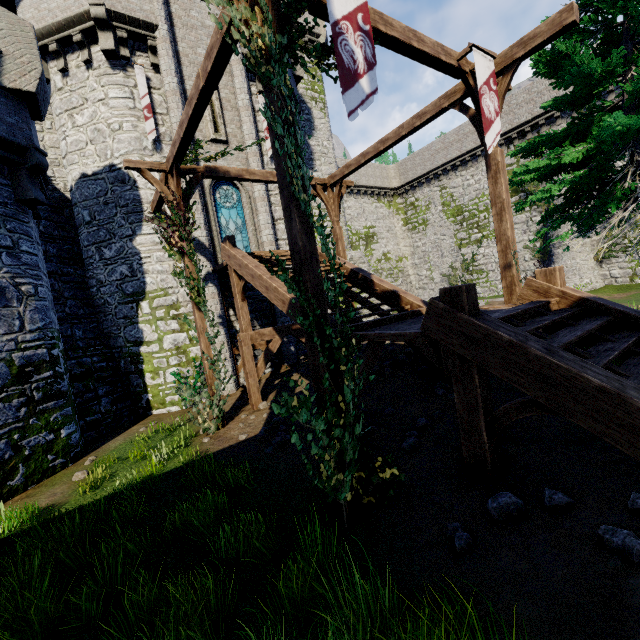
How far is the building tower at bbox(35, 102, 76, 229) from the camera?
13.04m

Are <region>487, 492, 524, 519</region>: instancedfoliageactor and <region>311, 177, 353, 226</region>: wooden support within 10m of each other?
no

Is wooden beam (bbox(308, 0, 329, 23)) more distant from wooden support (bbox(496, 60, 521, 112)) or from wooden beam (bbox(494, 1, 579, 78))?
wooden beam (bbox(494, 1, 579, 78))

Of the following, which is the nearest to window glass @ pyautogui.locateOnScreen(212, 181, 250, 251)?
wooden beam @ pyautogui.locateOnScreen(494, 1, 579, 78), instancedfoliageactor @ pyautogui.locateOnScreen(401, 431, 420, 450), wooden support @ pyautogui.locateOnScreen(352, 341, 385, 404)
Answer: wooden beam @ pyautogui.locateOnScreen(494, 1, 579, 78)

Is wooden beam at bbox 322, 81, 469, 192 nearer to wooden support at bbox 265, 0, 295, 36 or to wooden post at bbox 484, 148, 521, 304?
wooden post at bbox 484, 148, 521, 304

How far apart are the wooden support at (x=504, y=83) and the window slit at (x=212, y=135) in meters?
8.9

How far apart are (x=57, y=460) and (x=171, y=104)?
Result: 12.56m

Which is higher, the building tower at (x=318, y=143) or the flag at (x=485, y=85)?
the building tower at (x=318, y=143)
